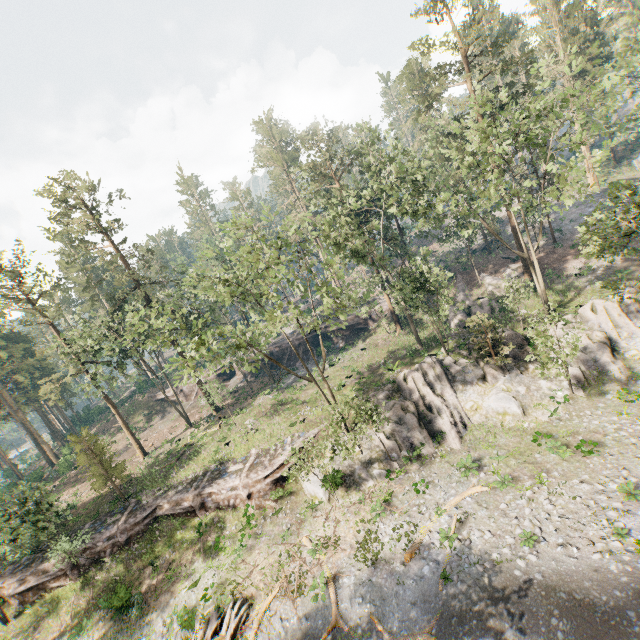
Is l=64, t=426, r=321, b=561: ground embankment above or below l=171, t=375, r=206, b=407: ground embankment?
below

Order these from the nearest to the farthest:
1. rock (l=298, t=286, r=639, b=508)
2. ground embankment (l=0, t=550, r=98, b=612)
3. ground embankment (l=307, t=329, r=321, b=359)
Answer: rock (l=298, t=286, r=639, b=508) → ground embankment (l=0, t=550, r=98, b=612) → ground embankment (l=307, t=329, r=321, b=359)

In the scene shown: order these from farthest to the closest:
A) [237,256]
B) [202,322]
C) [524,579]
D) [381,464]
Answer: [202,322] → [381,464] → [237,256] → [524,579]

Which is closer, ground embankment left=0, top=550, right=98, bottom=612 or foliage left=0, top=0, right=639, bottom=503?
foliage left=0, top=0, right=639, bottom=503

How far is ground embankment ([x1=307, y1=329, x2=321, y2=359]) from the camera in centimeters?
4422cm

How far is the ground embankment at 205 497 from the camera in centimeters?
2627cm

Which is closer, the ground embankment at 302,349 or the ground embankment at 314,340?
the ground embankment at 314,340
